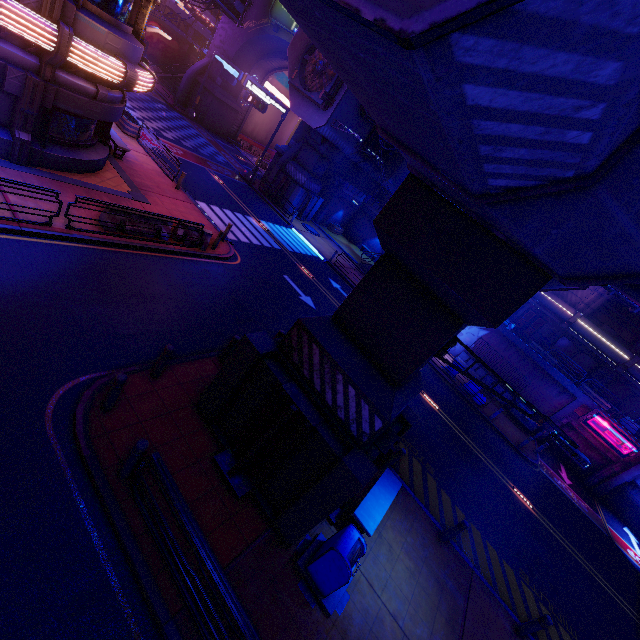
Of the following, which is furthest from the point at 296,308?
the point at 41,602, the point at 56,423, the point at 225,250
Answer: the point at 41,602

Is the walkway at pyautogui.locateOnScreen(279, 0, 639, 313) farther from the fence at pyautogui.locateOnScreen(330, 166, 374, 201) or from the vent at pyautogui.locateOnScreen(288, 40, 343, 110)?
the fence at pyautogui.locateOnScreen(330, 166, 374, 201)

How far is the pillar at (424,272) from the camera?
5.4 meters

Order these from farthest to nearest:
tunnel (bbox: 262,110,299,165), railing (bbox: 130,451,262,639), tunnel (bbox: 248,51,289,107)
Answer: tunnel (bbox: 262,110,299,165) → tunnel (bbox: 248,51,289,107) → railing (bbox: 130,451,262,639)

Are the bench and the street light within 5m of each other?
yes

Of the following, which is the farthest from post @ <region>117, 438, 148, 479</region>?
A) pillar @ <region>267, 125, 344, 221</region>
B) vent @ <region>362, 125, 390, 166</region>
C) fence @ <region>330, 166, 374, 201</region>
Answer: vent @ <region>362, 125, 390, 166</region>

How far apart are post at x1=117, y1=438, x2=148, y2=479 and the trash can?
3.9m

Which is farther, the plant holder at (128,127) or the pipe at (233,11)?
the pipe at (233,11)
